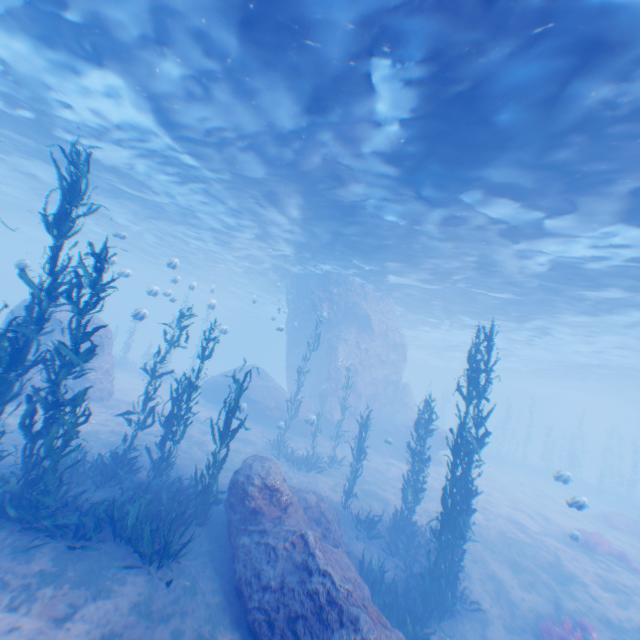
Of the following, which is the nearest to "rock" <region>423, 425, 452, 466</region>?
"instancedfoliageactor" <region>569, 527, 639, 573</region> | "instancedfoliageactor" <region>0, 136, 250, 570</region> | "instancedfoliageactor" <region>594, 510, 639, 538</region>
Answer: "instancedfoliageactor" <region>0, 136, 250, 570</region>

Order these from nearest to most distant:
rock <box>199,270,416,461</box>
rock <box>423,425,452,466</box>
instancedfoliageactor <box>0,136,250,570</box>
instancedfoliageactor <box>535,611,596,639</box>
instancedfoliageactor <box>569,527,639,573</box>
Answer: instancedfoliageactor <box>0,136,250,570</box>, instancedfoliageactor <box>535,611,596,639</box>, instancedfoliageactor <box>569,527,639,573</box>, rock <box>199,270,416,461</box>, rock <box>423,425,452,466</box>

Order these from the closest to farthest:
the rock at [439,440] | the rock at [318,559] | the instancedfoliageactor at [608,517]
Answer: the rock at [318,559] → the instancedfoliageactor at [608,517] → the rock at [439,440]

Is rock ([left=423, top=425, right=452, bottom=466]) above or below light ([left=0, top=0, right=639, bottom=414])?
below

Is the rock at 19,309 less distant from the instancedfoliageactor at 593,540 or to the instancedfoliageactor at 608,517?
the instancedfoliageactor at 593,540

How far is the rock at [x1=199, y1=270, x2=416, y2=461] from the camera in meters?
23.2 m

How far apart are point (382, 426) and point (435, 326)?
14.5m
